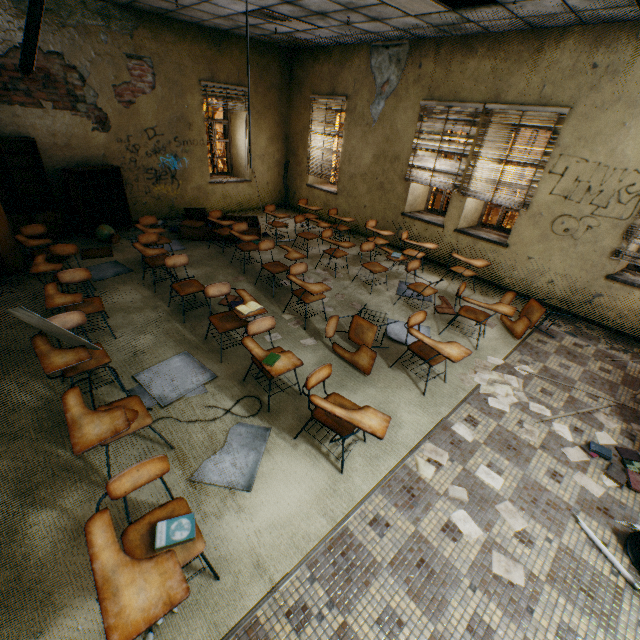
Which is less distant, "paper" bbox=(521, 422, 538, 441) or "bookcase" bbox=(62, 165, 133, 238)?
"paper" bbox=(521, 422, 538, 441)

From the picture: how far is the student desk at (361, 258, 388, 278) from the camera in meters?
5.6

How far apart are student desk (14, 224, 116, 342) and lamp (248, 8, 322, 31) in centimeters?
481cm

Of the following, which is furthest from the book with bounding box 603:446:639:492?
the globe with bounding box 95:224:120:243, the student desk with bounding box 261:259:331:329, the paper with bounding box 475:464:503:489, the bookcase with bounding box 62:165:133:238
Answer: the bookcase with bounding box 62:165:133:238

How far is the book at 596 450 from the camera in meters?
3.2

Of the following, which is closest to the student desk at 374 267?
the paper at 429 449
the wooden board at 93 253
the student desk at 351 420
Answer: the student desk at 351 420

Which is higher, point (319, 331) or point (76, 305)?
point (76, 305)

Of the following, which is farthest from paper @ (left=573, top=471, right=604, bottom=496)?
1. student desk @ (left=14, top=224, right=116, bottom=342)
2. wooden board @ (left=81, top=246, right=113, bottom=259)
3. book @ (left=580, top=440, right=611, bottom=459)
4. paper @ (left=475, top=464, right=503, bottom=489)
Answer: wooden board @ (left=81, top=246, right=113, bottom=259)
